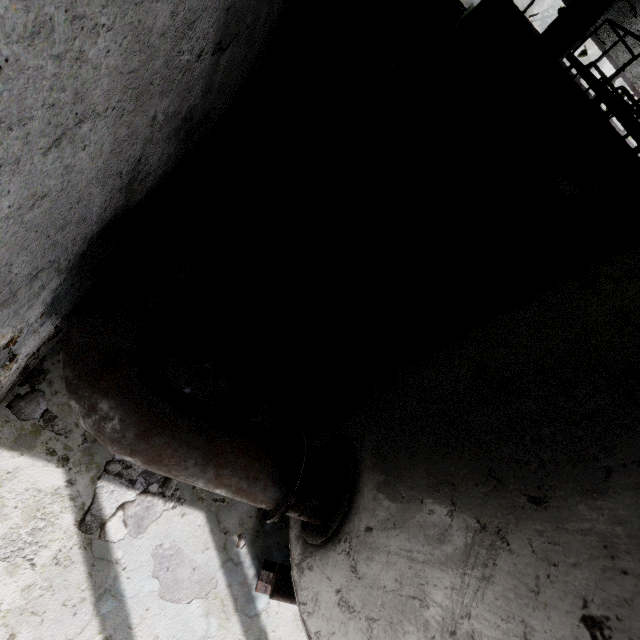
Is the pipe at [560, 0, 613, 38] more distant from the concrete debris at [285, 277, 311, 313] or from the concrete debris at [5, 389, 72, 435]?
the concrete debris at [5, 389, 72, 435]

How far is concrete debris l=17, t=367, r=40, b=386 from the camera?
2.8 meters

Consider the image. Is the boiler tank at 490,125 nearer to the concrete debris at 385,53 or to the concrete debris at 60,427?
the concrete debris at 60,427

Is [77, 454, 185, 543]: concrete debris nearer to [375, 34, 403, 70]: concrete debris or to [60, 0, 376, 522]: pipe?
[375, 34, 403, 70]: concrete debris

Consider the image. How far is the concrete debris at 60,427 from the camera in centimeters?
275cm

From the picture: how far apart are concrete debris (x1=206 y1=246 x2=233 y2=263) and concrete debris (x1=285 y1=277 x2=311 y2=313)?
0.8 meters

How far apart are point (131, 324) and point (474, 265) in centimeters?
275cm
